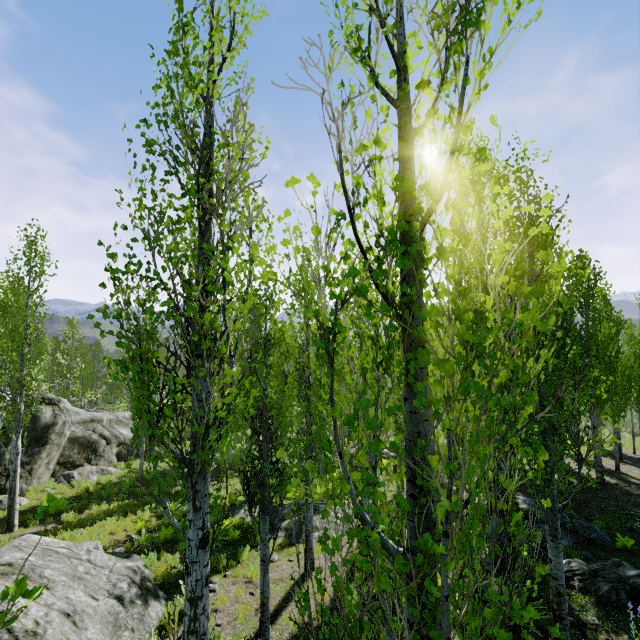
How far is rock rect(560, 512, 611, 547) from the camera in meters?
9.9 m

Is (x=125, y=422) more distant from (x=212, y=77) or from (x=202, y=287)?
(x=212, y=77)

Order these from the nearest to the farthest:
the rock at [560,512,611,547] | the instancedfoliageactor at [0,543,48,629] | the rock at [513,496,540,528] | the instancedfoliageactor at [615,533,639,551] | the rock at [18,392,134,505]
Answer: the instancedfoliageactor at [0,543,48,629] < the instancedfoliageactor at [615,533,639,551] < the rock at [560,512,611,547] < the rock at [513,496,540,528] < the rock at [18,392,134,505]

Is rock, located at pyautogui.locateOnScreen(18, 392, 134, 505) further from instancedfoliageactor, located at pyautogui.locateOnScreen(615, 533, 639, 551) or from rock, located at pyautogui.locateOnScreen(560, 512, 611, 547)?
rock, located at pyautogui.locateOnScreen(560, 512, 611, 547)

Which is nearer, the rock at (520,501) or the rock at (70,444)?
the rock at (520,501)

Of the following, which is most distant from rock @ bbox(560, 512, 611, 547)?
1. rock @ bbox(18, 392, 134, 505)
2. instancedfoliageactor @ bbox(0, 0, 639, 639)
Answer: rock @ bbox(18, 392, 134, 505)

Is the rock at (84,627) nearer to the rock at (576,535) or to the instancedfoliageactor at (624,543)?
the instancedfoliageactor at (624,543)
